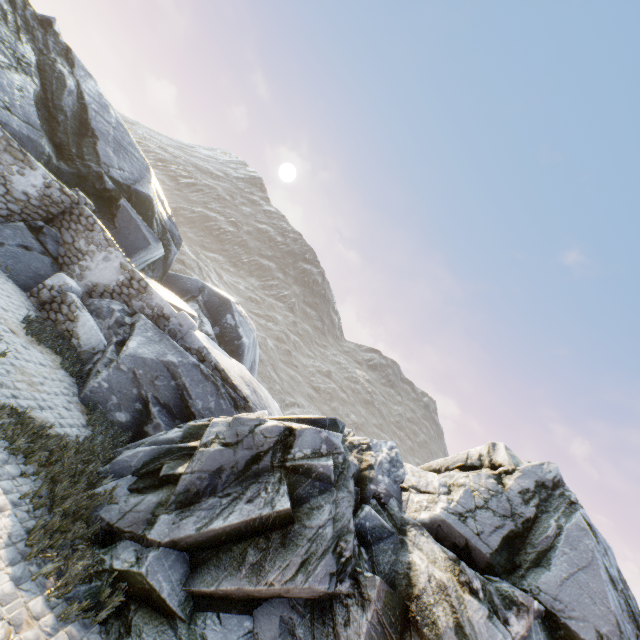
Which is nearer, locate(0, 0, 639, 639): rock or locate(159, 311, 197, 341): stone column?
→ locate(0, 0, 639, 639): rock

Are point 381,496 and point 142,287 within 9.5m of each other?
no

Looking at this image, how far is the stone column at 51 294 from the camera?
10.05m

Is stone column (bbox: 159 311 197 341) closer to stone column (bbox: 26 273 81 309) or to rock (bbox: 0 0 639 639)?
rock (bbox: 0 0 639 639)

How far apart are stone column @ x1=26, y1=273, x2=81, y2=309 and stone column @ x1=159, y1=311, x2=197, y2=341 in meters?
2.7

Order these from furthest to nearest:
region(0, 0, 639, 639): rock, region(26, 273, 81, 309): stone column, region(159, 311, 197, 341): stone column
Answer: region(159, 311, 197, 341): stone column
region(26, 273, 81, 309): stone column
region(0, 0, 639, 639): rock

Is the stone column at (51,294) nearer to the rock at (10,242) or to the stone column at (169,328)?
the rock at (10,242)
